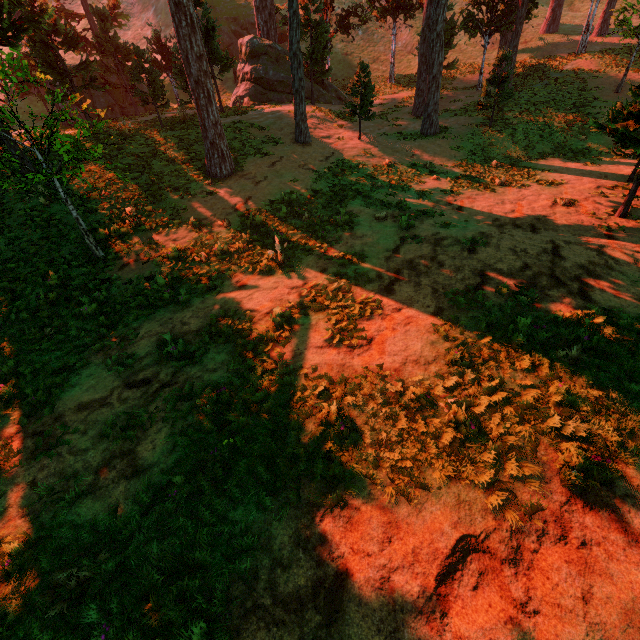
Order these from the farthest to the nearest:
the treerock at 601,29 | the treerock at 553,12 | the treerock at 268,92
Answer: the treerock at 553,12, the treerock at 601,29, the treerock at 268,92

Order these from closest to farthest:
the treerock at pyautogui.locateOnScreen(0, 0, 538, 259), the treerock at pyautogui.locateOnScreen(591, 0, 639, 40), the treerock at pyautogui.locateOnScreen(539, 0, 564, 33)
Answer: the treerock at pyautogui.locateOnScreen(0, 0, 538, 259)
the treerock at pyautogui.locateOnScreen(591, 0, 639, 40)
the treerock at pyautogui.locateOnScreen(539, 0, 564, 33)

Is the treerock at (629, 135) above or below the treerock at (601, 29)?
below

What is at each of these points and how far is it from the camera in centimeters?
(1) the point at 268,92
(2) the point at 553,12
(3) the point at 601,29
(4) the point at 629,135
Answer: (1) treerock, 2500cm
(2) treerock, 2898cm
(3) treerock, 2673cm
(4) treerock, 989cm

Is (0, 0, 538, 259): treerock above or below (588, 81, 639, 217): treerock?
above

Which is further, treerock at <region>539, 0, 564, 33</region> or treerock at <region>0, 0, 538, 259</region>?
treerock at <region>539, 0, 564, 33</region>
